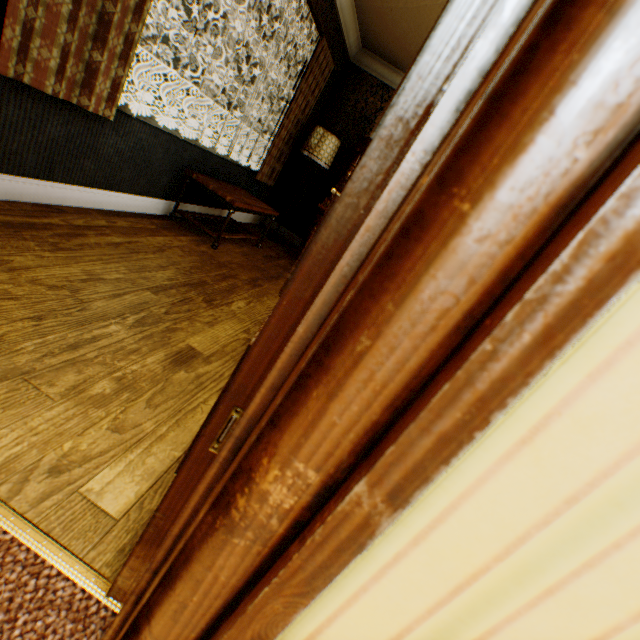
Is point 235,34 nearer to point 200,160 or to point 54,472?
point 200,160

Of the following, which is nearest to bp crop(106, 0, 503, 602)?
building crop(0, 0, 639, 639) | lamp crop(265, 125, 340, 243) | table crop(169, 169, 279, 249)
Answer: building crop(0, 0, 639, 639)

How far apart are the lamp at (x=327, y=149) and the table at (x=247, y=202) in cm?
110

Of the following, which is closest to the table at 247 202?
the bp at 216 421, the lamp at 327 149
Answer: the lamp at 327 149

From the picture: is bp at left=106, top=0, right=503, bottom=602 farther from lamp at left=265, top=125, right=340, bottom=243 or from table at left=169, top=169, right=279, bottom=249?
lamp at left=265, top=125, right=340, bottom=243

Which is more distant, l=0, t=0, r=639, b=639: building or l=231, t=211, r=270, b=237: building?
l=231, t=211, r=270, b=237: building

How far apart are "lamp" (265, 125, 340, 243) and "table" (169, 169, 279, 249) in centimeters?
110cm

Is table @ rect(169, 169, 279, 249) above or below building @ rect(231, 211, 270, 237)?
above
